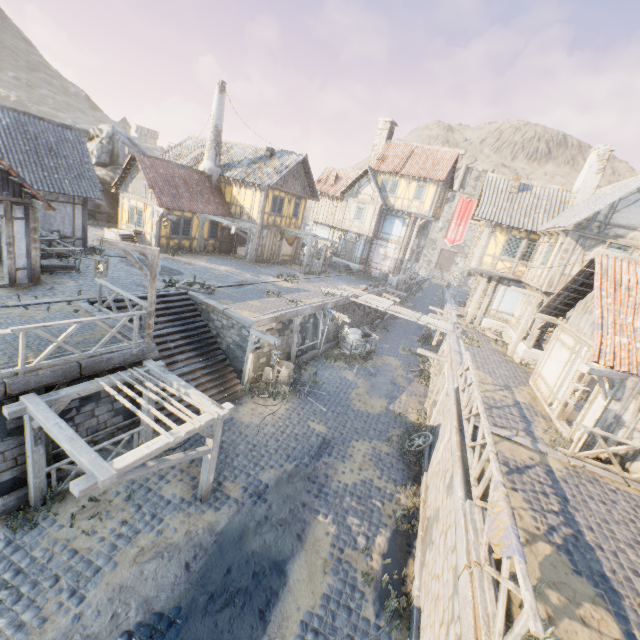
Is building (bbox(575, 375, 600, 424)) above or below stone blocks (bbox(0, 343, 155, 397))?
above

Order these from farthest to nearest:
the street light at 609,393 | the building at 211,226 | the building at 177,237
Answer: the building at 211,226 → the building at 177,237 → the street light at 609,393

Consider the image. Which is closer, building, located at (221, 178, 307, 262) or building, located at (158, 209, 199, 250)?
building, located at (158, 209, 199, 250)

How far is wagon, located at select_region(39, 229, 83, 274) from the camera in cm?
1311

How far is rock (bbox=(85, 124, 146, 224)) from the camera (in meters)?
24.89

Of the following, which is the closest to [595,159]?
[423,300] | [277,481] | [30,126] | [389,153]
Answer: [389,153]

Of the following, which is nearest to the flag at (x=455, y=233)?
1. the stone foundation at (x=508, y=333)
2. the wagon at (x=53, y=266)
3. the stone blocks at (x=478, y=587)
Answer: the stone blocks at (x=478, y=587)

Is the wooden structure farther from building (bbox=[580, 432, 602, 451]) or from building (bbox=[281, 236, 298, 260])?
building (bbox=[281, 236, 298, 260])
